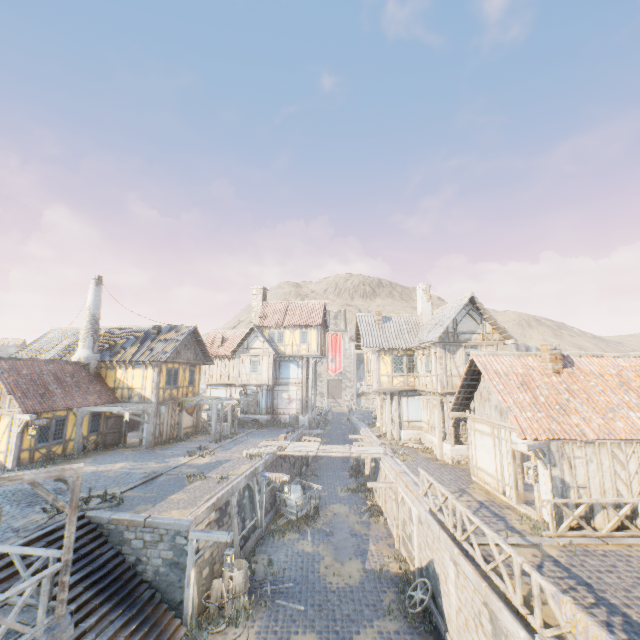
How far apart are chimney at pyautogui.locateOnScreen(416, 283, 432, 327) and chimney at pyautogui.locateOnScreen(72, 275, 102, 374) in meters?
24.2 m

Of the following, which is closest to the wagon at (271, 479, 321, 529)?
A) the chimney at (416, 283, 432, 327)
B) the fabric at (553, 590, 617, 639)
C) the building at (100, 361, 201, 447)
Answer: the building at (100, 361, 201, 447)

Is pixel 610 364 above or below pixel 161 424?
above

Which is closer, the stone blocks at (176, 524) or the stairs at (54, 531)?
the stairs at (54, 531)

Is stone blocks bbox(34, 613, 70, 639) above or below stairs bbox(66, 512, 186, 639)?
above

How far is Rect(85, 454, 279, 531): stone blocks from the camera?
11.04m

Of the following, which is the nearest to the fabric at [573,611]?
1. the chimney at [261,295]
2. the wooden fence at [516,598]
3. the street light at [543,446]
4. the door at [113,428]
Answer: the wooden fence at [516,598]

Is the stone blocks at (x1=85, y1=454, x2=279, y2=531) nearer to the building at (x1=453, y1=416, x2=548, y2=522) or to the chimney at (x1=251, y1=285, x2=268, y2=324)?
the building at (x1=453, y1=416, x2=548, y2=522)
